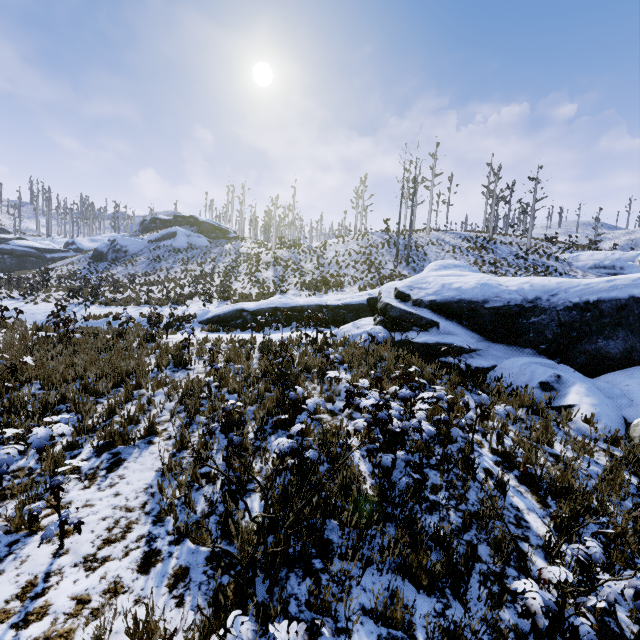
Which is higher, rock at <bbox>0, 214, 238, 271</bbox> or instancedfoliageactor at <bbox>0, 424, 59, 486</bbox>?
rock at <bbox>0, 214, 238, 271</bbox>

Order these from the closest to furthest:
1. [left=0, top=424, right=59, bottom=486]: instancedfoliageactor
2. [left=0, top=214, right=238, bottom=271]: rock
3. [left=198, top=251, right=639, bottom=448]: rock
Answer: [left=0, top=424, right=59, bottom=486]: instancedfoliageactor, [left=198, top=251, right=639, bottom=448]: rock, [left=0, top=214, right=238, bottom=271]: rock

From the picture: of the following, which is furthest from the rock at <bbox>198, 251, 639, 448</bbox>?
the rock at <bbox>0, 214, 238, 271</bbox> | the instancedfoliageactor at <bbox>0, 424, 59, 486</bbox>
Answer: the rock at <bbox>0, 214, 238, 271</bbox>

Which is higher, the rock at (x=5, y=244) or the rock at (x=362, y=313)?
the rock at (x=5, y=244)

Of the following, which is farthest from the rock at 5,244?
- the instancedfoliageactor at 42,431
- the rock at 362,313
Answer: the rock at 362,313

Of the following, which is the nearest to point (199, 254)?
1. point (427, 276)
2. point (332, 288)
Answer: point (332, 288)
